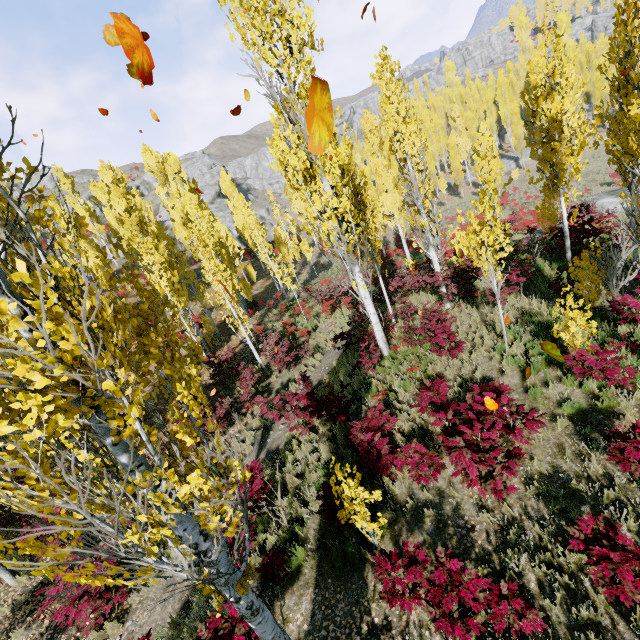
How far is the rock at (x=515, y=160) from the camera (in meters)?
47.59

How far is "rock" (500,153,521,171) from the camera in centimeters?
4759cm

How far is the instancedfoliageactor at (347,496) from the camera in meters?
5.3 m

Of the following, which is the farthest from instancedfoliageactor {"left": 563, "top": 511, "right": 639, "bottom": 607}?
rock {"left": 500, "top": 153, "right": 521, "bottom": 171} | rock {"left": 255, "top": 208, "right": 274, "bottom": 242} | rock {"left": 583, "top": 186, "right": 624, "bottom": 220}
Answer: rock {"left": 255, "top": 208, "right": 274, "bottom": 242}

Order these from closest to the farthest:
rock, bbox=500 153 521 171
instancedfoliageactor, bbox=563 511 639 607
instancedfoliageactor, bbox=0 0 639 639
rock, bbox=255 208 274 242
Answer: instancedfoliageactor, bbox=0 0 639 639 < instancedfoliageactor, bbox=563 511 639 607 < rock, bbox=500 153 521 171 < rock, bbox=255 208 274 242

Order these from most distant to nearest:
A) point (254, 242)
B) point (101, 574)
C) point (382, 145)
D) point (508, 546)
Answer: point (254, 242)
point (382, 145)
point (508, 546)
point (101, 574)

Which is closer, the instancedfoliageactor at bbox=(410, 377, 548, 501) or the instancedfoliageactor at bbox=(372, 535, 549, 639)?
the instancedfoliageactor at bbox=(372, 535, 549, 639)
